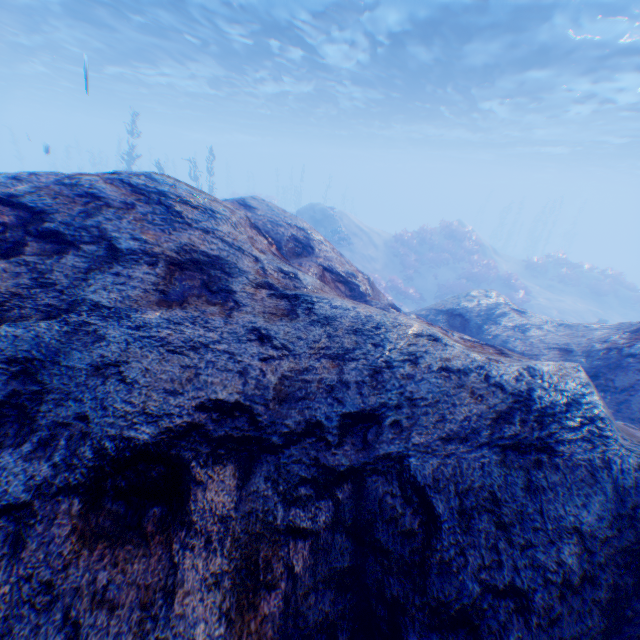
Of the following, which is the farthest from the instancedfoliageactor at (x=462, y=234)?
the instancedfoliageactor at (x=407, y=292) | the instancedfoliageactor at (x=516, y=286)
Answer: the instancedfoliageactor at (x=516, y=286)

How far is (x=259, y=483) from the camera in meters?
2.5 m

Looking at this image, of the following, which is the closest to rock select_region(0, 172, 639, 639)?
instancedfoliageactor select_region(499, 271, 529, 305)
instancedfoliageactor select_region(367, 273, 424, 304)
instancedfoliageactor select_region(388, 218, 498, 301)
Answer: instancedfoliageactor select_region(367, 273, 424, 304)

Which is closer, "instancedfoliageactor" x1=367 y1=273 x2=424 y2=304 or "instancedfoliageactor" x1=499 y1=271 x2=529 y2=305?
"instancedfoliageactor" x1=367 y1=273 x2=424 y2=304

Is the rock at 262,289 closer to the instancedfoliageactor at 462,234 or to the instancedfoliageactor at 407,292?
the instancedfoliageactor at 407,292

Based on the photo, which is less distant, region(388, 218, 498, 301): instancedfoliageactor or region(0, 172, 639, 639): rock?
region(0, 172, 639, 639): rock

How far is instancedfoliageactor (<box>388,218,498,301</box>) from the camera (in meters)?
20.38

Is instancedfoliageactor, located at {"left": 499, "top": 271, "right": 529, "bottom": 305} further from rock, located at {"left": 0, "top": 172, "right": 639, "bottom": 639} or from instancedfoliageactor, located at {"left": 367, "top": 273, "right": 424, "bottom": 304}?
rock, located at {"left": 0, "top": 172, "right": 639, "bottom": 639}
